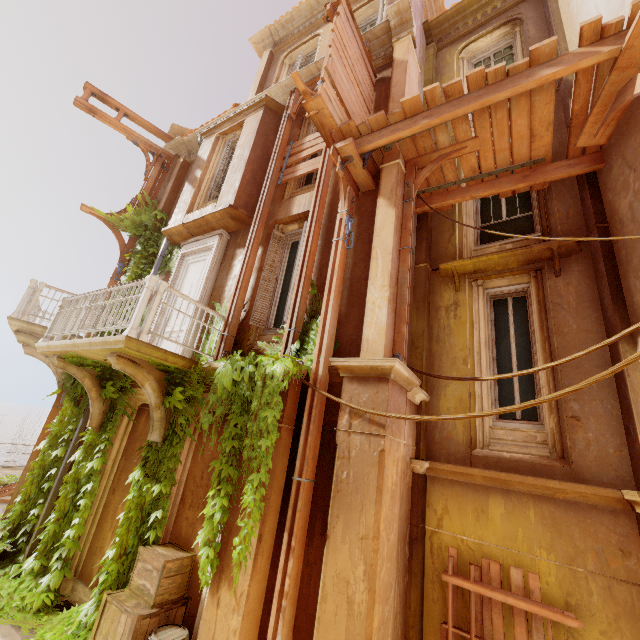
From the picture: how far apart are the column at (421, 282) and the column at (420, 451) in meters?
0.1 m

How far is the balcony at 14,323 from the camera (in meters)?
8.03

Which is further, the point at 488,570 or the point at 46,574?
the point at 46,574

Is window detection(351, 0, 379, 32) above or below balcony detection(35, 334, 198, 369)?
above

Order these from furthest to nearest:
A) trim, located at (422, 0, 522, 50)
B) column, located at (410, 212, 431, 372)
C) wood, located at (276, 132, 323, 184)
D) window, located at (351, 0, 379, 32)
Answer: window, located at (351, 0, 379, 32) → trim, located at (422, 0, 522, 50) → wood, located at (276, 132, 323, 184) → column, located at (410, 212, 431, 372)

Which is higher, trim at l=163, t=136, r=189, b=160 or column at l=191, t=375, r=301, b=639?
trim at l=163, t=136, r=189, b=160

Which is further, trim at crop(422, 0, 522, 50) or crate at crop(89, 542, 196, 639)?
trim at crop(422, 0, 522, 50)

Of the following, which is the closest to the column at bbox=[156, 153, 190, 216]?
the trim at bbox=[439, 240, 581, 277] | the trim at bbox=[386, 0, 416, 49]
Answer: the trim at bbox=[386, 0, 416, 49]
